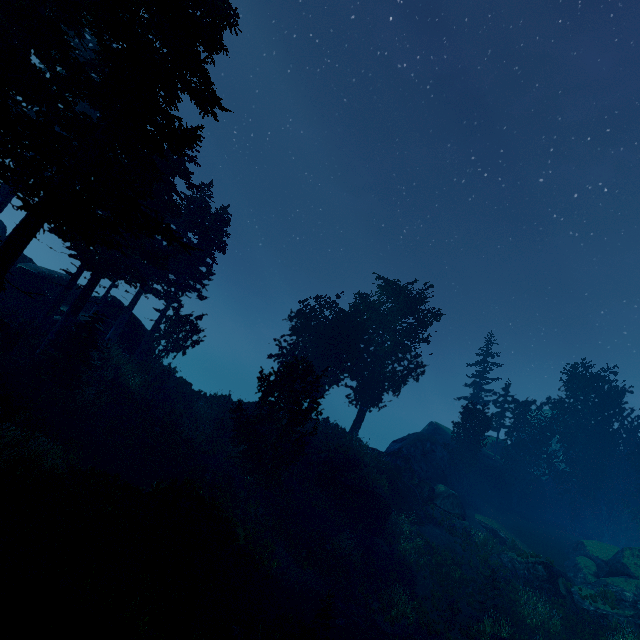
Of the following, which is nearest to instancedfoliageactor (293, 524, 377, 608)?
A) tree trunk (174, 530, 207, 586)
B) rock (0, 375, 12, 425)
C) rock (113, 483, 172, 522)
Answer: rock (0, 375, 12, 425)

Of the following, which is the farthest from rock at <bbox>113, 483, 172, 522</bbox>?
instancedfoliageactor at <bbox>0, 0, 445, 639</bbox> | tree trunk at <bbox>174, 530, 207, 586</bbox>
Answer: instancedfoliageactor at <bbox>0, 0, 445, 639</bbox>

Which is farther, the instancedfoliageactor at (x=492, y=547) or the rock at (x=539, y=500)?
the rock at (x=539, y=500)

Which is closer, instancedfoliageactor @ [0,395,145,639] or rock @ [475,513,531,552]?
instancedfoliageactor @ [0,395,145,639]

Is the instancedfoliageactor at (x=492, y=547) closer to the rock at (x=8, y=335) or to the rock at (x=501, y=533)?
the rock at (x=501, y=533)

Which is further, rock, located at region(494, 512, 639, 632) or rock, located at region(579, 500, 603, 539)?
rock, located at region(579, 500, 603, 539)

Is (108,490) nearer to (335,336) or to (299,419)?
(299,419)

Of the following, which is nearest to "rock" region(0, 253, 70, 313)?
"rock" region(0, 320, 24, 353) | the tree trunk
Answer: "rock" region(0, 320, 24, 353)
